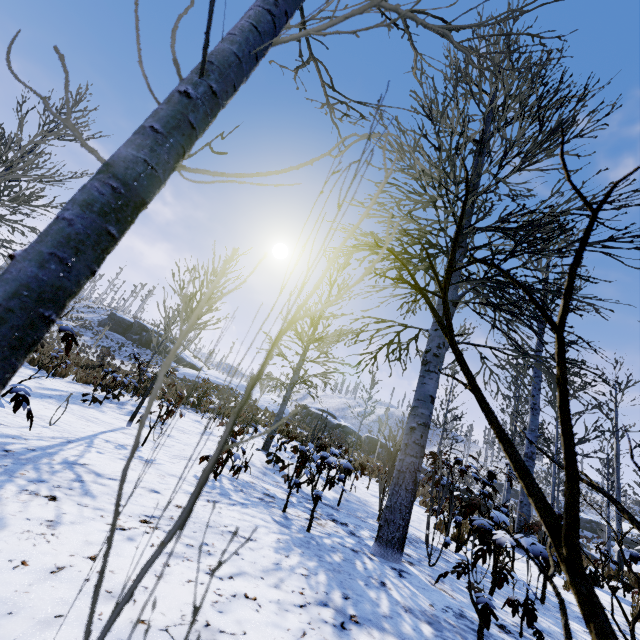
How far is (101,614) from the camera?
1.2m

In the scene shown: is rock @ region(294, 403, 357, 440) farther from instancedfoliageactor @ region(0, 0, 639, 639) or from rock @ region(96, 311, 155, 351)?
rock @ region(96, 311, 155, 351)

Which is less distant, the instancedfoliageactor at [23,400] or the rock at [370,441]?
the instancedfoliageactor at [23,400]

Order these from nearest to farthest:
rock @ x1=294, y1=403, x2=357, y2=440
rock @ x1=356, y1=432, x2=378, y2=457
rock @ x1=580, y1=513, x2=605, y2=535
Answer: rock @ x1=356, y1=432, x2=378, y2=457, rock @ x1=294, y1=403, x2=357, y2=440, rock @ x1=580, y1=513, x2=605, y2=535

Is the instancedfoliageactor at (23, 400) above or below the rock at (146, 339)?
below

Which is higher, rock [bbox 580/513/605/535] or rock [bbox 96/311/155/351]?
rock [bbox 96/311/155/351]

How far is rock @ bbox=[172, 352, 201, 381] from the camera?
35.7m

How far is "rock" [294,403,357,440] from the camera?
33.69m
